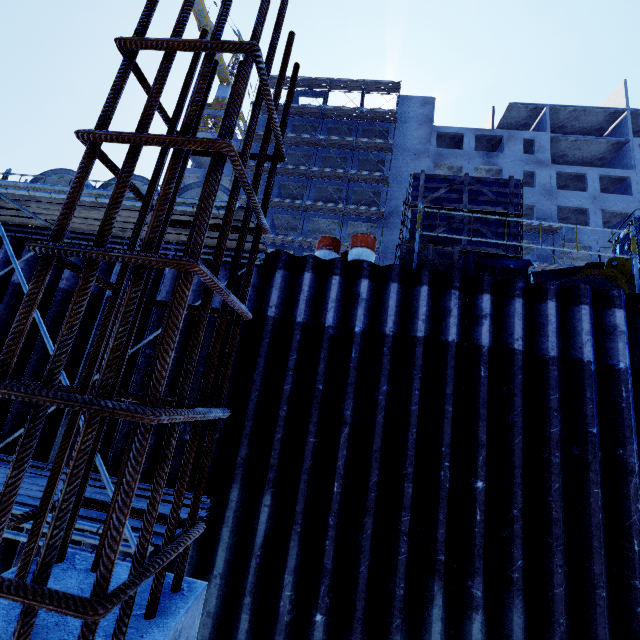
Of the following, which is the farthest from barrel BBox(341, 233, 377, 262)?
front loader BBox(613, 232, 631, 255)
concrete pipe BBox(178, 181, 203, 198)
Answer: front loader BBox(613, 232, 631, 255)

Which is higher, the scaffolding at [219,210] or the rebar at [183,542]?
the scaffolding at [219,210]

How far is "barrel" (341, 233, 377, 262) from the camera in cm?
634

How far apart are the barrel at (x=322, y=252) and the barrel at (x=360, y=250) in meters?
0.2 m

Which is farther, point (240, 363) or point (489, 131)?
point (489, 131)

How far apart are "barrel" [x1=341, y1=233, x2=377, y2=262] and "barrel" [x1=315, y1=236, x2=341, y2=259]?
0.2m

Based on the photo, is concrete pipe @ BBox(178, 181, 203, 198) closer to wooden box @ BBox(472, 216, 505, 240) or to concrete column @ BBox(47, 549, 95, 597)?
wooden box @ BBox(472, 216, 505, 240)

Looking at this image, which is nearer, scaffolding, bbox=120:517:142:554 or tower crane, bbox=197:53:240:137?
scaffolding, bbox=120:517:142:554
